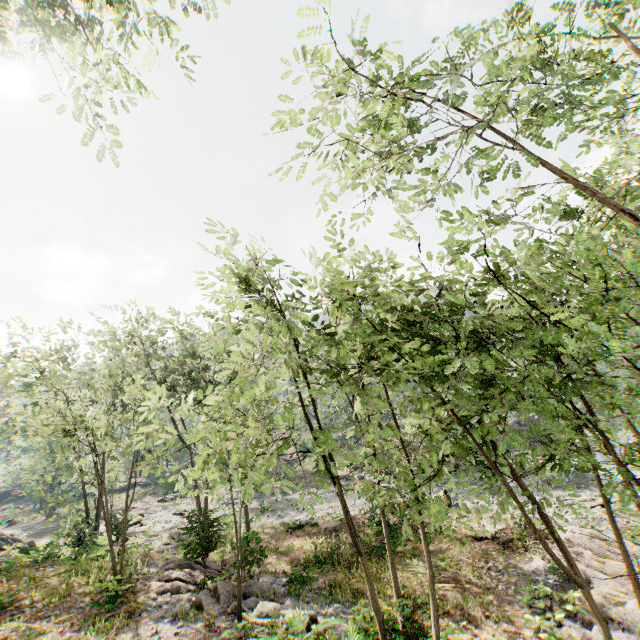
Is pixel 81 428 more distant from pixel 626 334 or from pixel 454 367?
pixel 626 334

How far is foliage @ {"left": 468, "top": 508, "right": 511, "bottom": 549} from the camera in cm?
507

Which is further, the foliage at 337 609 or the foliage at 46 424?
the foliage at 337 609

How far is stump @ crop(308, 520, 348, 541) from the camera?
20.26m

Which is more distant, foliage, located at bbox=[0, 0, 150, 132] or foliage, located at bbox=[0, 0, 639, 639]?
foliage, located at bbox=[0, 0, 150, 132]

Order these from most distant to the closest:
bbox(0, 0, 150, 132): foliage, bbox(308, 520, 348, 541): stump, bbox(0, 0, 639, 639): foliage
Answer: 1. bbox(308, 520, 348, 541): stump
2. bbox(0, 0, 150, 132): foliage
3. bbox(0, 0, 639, 639): foliage

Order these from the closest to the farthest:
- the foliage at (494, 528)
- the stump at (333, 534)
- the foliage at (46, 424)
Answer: the foliage at (46, 424)
the foliage at (494, 528)
the stump at (333, 534)
